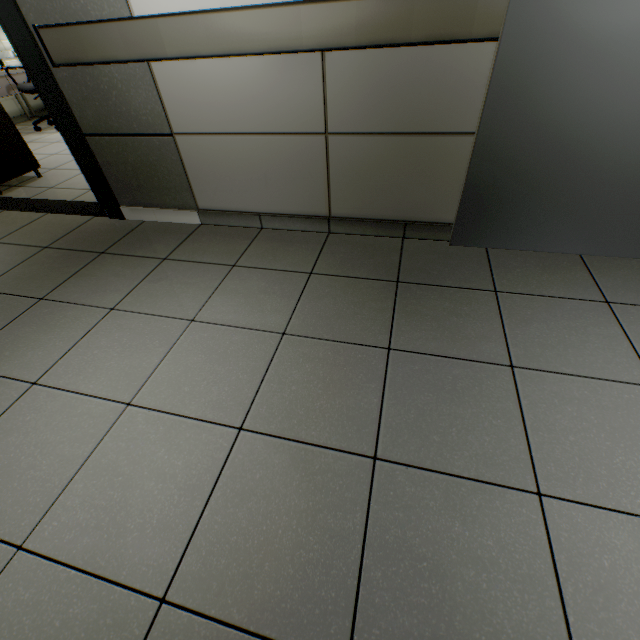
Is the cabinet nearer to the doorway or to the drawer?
the drawer

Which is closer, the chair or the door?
the door

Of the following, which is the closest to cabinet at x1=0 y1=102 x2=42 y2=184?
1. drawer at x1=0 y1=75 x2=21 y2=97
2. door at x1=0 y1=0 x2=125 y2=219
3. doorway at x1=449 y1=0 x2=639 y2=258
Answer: door at x1=0 y1=0 x2=125 y2=219

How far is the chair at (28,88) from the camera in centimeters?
479cm

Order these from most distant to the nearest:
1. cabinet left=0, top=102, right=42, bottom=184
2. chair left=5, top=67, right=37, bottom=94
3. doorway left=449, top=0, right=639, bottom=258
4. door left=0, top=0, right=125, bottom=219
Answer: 1. chair left=5, top=67, right=37, bottom=94
2. cabinet left=0, top=102, right=42, bottom=184
3. door left=0, top=0, right=125, bottom=219
4. doorway left=449, top=0, right=639, bottom=258

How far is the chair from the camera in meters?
4.8

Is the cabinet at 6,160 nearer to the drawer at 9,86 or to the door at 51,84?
the door at 51,84

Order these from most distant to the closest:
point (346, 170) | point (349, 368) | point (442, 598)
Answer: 1. point (346, 170)
2. point (349, 368)
3. point (442, 598)
